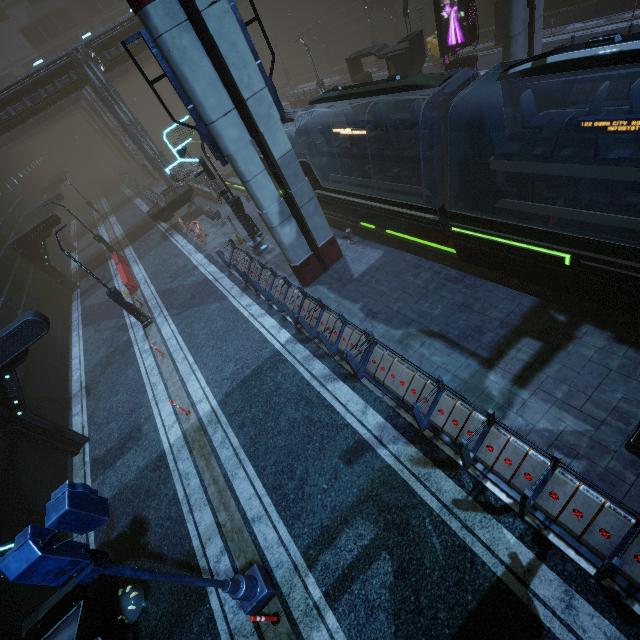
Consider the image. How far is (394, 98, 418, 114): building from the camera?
20.83m

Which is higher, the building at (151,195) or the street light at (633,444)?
the building at (151,195)

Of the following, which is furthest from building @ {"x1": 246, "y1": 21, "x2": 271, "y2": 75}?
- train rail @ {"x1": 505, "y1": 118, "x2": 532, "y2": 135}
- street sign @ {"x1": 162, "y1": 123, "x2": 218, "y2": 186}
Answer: street sign @ {"x1": 162, "y1": 123, "x2": 218, "y2": 186}

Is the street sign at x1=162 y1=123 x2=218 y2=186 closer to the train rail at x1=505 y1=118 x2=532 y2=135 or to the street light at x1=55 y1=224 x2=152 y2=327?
the train rail at x1=505 y1=118 x2=532 y2=135

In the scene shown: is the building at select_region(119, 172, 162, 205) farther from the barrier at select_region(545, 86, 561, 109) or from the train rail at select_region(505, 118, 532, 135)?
the barrier at select_region(545, 86, 561, 109)

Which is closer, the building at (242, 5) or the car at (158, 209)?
the car at (158, 209)

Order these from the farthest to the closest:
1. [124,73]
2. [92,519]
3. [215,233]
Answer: [124,73] → [215,233] → [92,519]

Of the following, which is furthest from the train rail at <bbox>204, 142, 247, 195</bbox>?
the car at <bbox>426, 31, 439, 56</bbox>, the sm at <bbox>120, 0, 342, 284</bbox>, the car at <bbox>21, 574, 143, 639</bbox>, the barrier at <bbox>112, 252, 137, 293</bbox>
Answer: the car at <bbox>21, 574, 143, 639</bbox>
